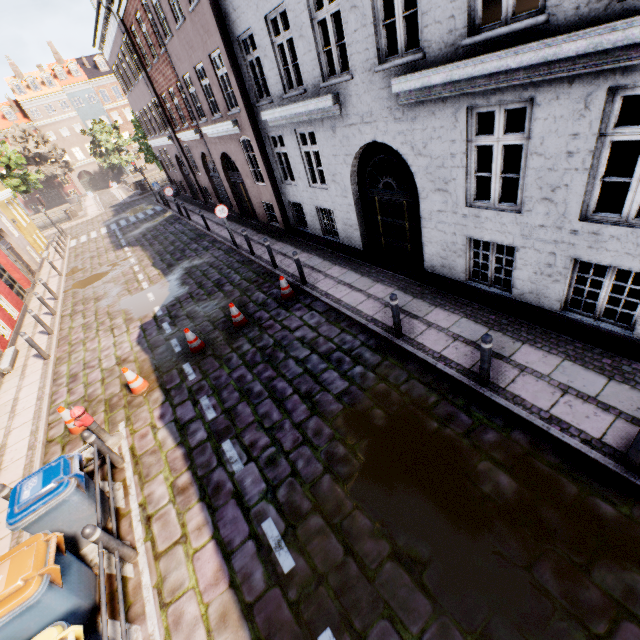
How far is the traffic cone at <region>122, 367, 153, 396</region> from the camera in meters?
7.8

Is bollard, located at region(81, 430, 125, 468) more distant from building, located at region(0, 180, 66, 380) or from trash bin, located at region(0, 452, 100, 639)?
building, located at region(0, 180, 66, 380)

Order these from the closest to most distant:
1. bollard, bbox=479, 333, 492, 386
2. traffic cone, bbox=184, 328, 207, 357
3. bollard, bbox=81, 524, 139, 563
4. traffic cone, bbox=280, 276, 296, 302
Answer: bollard, bbox=81, 524, 139, 563, bollard, bbox=479, 333, 492, 386, traffic cone, bbox=184, 328, 207, 357, traffic cone, bbox=280, 276, 296, 302

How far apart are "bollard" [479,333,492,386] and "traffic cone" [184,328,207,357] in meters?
6.6 m

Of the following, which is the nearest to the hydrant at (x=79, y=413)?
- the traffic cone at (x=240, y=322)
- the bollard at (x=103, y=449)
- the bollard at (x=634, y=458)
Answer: the bollard at (x=103, y=449)

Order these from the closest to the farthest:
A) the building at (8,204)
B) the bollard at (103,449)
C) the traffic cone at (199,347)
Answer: the bollard at (103,449), the traffic cone at (199,347), the building at (8,204)

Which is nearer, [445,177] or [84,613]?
[84,613]

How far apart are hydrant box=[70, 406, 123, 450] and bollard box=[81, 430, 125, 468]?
0.45m
